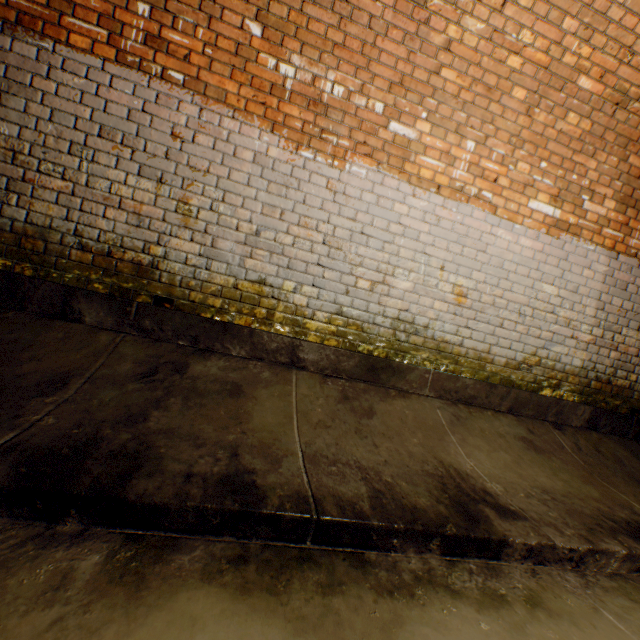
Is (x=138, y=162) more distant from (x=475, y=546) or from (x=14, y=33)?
(x=475, y=546)
